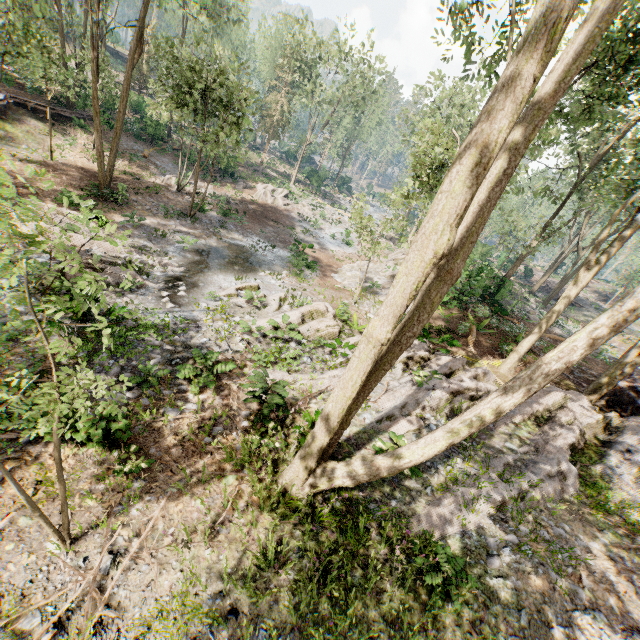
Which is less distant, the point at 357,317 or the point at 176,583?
the point at 176,583

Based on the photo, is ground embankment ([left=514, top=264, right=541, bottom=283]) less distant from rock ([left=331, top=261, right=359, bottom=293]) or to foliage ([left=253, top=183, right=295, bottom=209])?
foliage ([left=253, top=183, right=295, bottom=209])

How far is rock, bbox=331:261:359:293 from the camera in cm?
2170

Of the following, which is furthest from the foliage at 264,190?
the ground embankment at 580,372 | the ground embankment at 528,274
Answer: the ground embankment at 528,274

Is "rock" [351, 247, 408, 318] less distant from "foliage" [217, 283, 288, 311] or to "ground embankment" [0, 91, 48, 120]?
"foliage" [217, 283, 288, 311]

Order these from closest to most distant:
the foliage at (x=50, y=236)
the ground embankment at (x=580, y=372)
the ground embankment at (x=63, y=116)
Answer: the foliage at (x=50, y=236) → the ground embankment at (x=580, y=372) → the ground embankment at (x=63, y=116)

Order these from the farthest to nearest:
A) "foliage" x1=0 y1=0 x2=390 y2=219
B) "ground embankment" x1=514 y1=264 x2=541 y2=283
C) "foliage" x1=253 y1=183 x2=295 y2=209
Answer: "ground embankment" x1=514 y1=264 x2=541 y2=283
"foliage" x1=253 y1=183 x2=295 y2=209
"foliage" x1=0 y1=0 x2=390 y2=219
